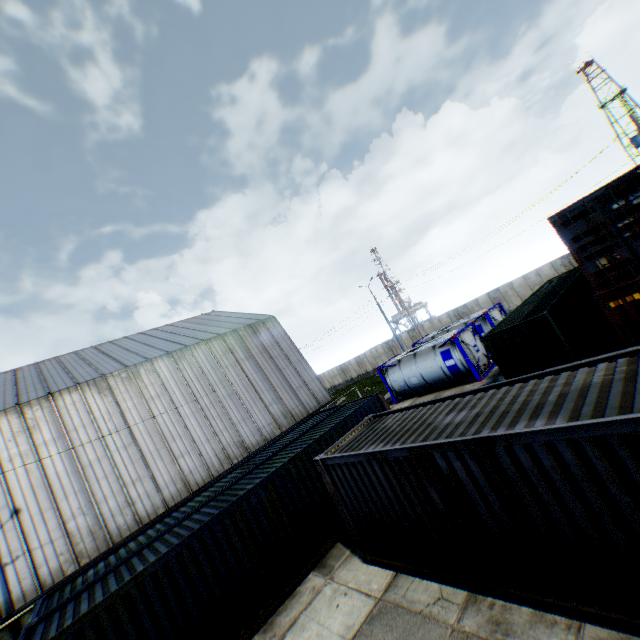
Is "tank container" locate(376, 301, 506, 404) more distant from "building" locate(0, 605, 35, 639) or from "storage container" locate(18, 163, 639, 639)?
"storage container" locate(18, 163, 639, 639)

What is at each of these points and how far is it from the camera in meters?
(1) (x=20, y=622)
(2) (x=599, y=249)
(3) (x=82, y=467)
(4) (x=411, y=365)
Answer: (1) building, 14.3
(2) storage container, 10.3
(3) building, 18.2
(4) tank container, 21.8

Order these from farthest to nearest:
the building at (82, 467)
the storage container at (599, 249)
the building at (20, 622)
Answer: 1. the building at (82, 467)
2. the building at (20, 622)
3. the storage container at (599, 249)

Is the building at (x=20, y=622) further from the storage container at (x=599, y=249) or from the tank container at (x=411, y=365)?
the storage container at (x=599, y=249)

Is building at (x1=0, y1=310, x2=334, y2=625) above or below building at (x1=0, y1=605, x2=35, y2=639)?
above

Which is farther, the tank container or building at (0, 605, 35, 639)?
the tank container
